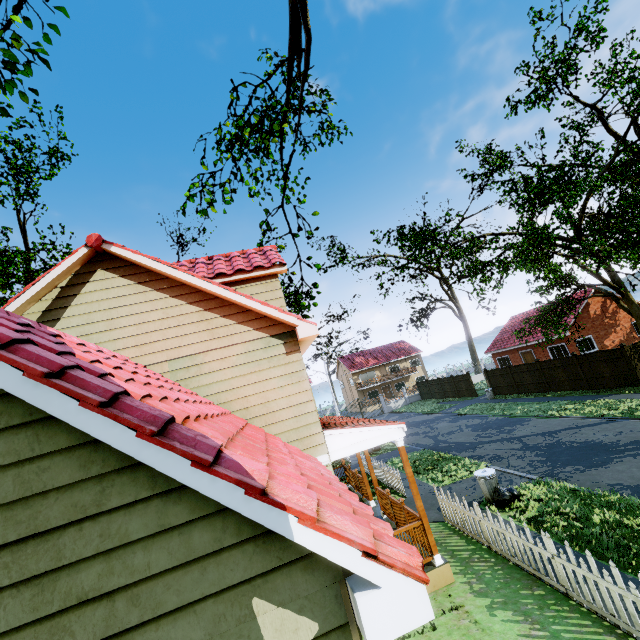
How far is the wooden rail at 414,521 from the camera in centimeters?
727cm

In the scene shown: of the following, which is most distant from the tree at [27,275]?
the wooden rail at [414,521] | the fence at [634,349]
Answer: the wooden rail at [414,521]

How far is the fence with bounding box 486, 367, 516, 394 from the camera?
27.7 meters

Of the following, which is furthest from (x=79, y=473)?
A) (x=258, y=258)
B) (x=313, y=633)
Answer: (x=258, y=258)

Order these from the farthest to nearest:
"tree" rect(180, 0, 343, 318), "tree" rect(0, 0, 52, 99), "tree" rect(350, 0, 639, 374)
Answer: "tree" rect(350, 0, 639, 374) < "tree" rect(180, 0, 343, 318) < "tree" rect(0, 0, 52, 99)

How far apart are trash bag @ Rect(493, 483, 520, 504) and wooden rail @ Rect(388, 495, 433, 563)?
3.4 meters

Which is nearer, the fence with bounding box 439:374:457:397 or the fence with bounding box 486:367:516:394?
the fence with bounding box 486:367:516:394
